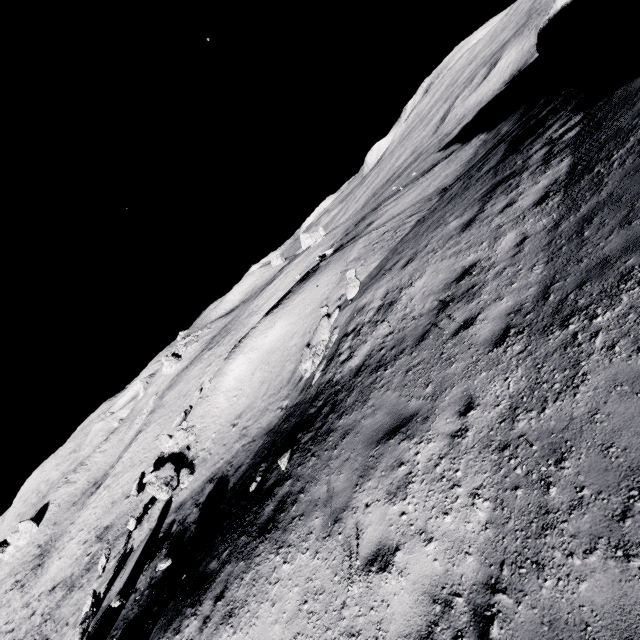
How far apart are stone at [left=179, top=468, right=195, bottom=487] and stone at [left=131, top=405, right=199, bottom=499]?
0.5 meters

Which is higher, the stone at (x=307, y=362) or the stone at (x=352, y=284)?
the stone at (x=352, y=284)

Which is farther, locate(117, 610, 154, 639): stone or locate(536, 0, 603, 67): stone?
locate(536, 0, 603, 67): stone

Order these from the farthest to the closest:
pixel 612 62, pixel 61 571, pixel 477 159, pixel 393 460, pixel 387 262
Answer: pixel 61 571 < pixel 477 159 < pixel 387 262 < pixel 612 62 < pixel 393 460

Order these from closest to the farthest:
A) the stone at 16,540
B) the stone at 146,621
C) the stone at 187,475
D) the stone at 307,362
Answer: the stone at 146,621, the stone at 307,362, the stone at 187,475, the stone at 16,540

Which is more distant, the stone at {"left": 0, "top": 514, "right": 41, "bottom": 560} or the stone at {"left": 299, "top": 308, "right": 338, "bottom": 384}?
the stone at {"left": 0, "top": 514, "right": 41, "bottom": 560}

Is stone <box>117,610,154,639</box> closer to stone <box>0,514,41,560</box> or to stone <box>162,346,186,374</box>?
stone <box>162,346,186,374</box>

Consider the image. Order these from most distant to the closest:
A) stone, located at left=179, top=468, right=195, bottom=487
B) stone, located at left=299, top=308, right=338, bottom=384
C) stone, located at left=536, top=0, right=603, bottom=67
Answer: stone, located at left=536, top=0, right=603, bottom=67 → stone, located at left=179, top=468, right=195, bottom=487 → stone, located at left=299, top=308, right=338, bottom=384
